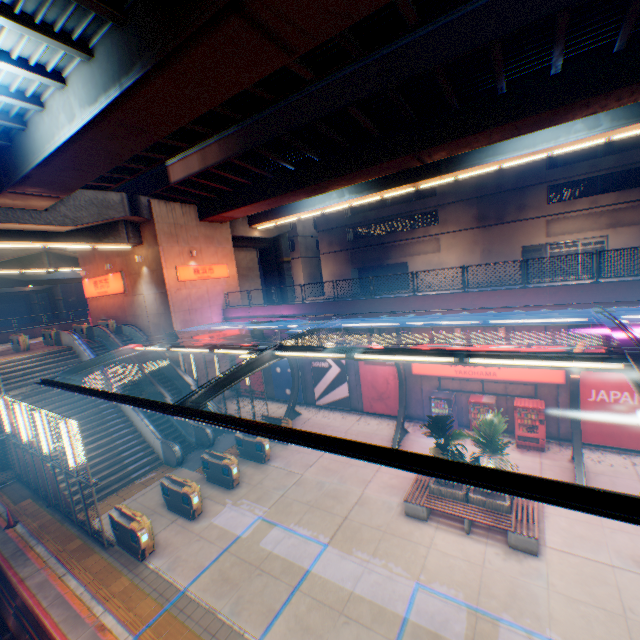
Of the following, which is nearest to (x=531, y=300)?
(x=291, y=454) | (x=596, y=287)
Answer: (x=596, y=287)

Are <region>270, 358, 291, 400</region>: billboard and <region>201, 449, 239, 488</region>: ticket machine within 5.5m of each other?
no

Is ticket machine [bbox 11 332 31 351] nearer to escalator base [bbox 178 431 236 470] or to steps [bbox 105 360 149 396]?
steps [bbox 105 360 149 396]

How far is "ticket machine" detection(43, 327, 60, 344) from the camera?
22.5m

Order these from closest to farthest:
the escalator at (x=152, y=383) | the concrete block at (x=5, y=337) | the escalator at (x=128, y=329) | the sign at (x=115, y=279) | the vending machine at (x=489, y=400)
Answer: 1. the vending machine at (x=489, y=400)
2. the escalator at (x=152, y=383)
3. the escalator at (x=128, y=329)
4. the sign at (x=115, y=279)
5. the concrete block at (x=5, y=337)

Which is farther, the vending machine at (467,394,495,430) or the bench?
the vending machine at (467,394,495,430)

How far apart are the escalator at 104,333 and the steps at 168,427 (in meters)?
0.00

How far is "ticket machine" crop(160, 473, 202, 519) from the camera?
12.3m
